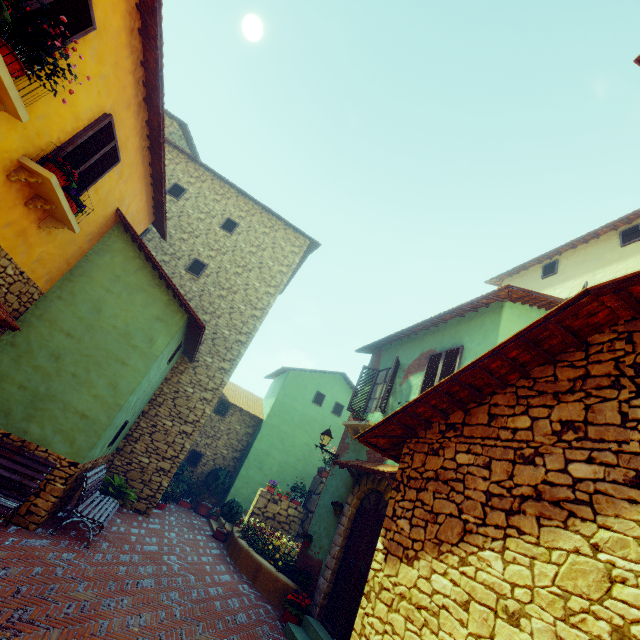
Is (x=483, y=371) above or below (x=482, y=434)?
above

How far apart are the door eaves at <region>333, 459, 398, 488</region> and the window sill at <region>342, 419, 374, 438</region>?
0.6m

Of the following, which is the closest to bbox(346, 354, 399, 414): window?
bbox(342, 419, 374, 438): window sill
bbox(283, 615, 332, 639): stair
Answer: bbox(342, 419, 374, 438): window sill

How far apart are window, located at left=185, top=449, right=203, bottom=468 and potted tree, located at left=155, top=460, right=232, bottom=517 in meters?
0.4 m

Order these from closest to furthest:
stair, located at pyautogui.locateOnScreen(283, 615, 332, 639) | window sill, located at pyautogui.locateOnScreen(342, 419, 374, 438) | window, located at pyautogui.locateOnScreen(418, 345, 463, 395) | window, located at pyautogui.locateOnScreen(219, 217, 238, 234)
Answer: stair, located at pyautogui.locateOnScreen(283, 615, 332, 639)
window, located at pyautogui.locateOnScreen(418, 345, 463, 395)
window sill, located at pyautogui.locateOnScreen(342, 419, 374, 438)
window, located at pyautogui.locateOnScreen(219, 217, 238, 234)

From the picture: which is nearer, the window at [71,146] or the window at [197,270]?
the window at [71,146]

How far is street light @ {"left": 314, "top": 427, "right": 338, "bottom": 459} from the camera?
9.9m

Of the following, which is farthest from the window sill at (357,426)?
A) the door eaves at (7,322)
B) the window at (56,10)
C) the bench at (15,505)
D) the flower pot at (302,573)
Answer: the door eaves at (7,322)
